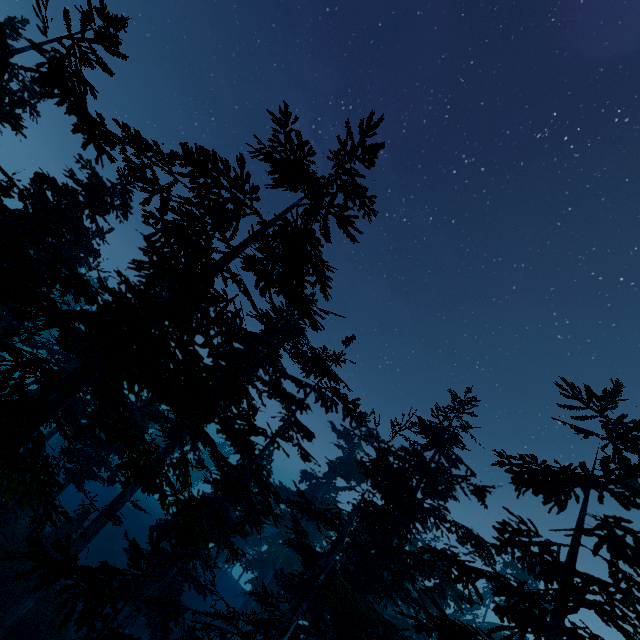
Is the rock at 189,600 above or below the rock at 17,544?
below

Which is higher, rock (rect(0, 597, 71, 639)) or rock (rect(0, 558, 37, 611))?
rock (rect(0, 597, 71, 639))

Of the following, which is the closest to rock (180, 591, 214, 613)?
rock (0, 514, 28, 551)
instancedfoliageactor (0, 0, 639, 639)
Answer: instancedfoliageactor (0, 0, 639, 639)

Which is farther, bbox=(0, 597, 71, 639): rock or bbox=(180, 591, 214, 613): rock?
bbox=(180, 591, 214, 613): rock

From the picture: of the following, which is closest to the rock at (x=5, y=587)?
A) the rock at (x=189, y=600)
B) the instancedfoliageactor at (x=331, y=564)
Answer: the instancedfoliageactor at (x=331, y=564)

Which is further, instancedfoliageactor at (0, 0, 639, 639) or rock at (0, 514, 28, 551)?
rock at (0, 514, 28, 551)

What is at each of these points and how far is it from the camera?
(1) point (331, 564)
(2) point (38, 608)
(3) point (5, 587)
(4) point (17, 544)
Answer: (1) instancedfoliageactor, 15.0m
(2) rock, 16.5m
(3) rock, 17.0m
(4) rock, 19.3m

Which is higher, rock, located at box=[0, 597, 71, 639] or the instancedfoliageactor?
the instancedfoliageactor
